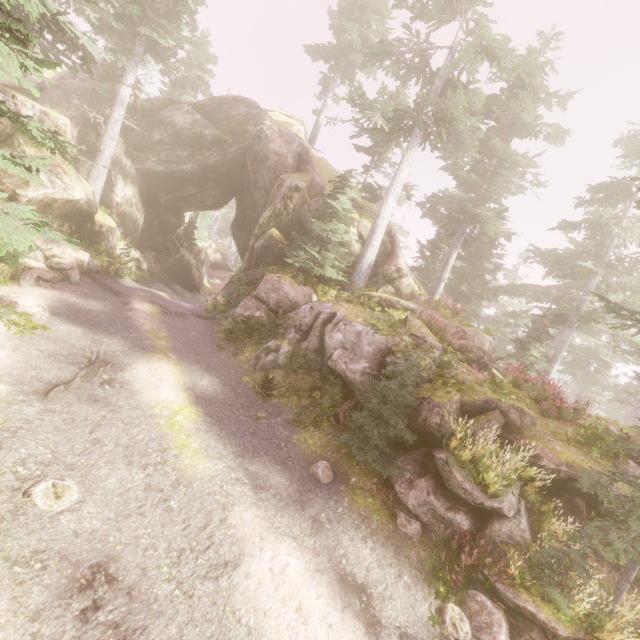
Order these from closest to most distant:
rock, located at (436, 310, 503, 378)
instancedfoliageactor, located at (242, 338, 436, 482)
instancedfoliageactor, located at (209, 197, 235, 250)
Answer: instancedfoliageactor, located at (242, 338, 436, 482), rock, located at (436, 310, 503, 378), instancedfoliageactor, located at (209, 197, 235, 250)

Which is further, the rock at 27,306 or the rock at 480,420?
the rock at 27,306

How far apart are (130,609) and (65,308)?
11.1 meters

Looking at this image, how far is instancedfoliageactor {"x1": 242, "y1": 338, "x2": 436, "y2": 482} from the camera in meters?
8.4

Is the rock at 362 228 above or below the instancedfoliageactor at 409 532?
above
